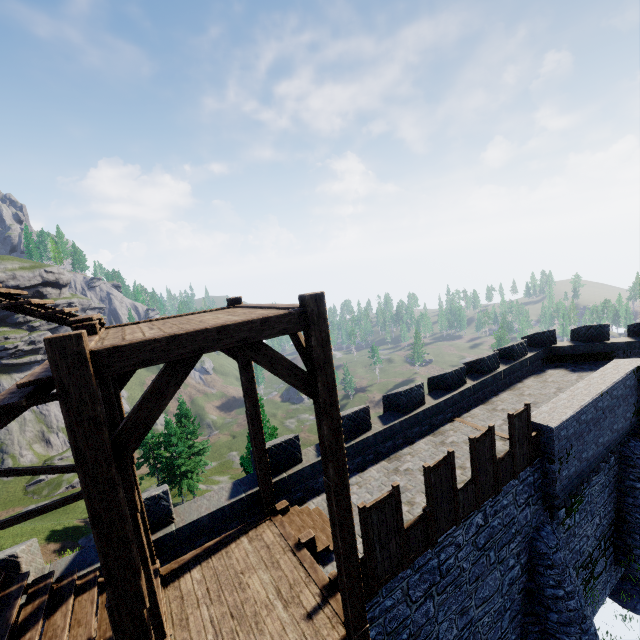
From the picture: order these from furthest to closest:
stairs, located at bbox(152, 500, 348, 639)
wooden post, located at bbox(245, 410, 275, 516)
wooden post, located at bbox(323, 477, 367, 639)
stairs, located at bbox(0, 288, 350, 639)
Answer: wooden post, located at bbox(245, 410, 275, 516)
stairs, located at bbox(152, 500, 348, 639)
wooden post, located at bbox(323, 477, 367, 639)
stairs, located at bbox(0, 288, 350, 639)

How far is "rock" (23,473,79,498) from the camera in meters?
54.2

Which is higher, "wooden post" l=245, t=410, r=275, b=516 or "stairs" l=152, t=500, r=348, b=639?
"wooden post" l=245, t=410, r=275, b=516

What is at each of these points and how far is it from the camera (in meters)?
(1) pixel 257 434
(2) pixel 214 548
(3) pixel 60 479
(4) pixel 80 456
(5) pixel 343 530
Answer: (1) wooden post, 8.47
(2) stairs, 7.93
(3) rock, 56.41
(4) stairs, 3.30
(5) wooden post, 5.17

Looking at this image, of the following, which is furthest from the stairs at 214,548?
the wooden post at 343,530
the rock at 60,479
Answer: the rock at 60,479

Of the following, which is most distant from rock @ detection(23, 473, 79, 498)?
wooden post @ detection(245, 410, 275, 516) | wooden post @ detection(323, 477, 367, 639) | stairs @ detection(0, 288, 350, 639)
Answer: wooden post @ detection(323, 477, 367, 639)

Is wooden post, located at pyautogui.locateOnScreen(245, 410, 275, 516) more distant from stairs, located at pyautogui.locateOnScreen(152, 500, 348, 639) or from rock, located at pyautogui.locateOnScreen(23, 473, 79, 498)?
rock, located at pyautogui.locateOnScreen(23, 473, 79, 498)

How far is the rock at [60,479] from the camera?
54.22m
